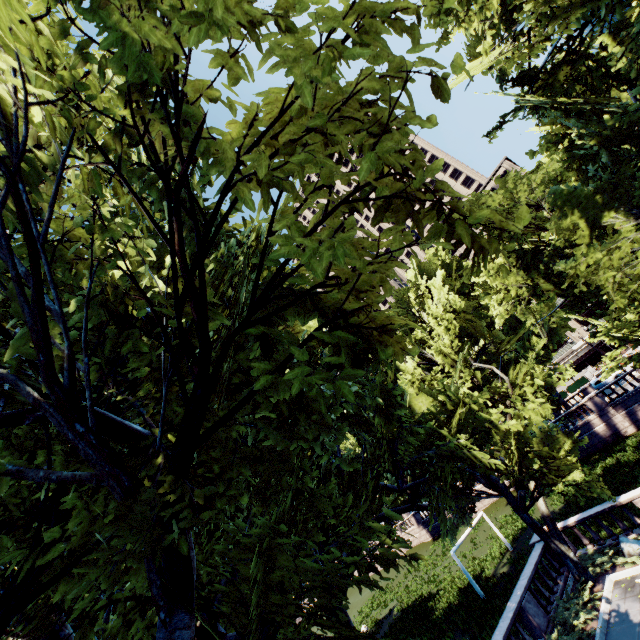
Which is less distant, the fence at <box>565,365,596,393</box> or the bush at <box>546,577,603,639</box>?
the bush at <box>546,577,603,639</box>

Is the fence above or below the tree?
below

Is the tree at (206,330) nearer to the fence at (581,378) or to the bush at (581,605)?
the bush at (581,605)

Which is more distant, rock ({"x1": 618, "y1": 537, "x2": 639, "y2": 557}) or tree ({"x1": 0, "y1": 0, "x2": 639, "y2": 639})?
rock ({"x1": 618, "y1": 537, "x2": 639, "y2": 557})

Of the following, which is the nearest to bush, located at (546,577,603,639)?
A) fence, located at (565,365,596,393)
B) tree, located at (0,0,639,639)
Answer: tree, located at (0,0,639,639)

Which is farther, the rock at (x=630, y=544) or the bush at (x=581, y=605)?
the rock at (x=630, y=544)

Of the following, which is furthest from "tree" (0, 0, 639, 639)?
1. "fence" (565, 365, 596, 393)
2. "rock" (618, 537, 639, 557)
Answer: "fence" (565, 365, 596, 393)

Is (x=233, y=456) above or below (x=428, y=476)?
above
